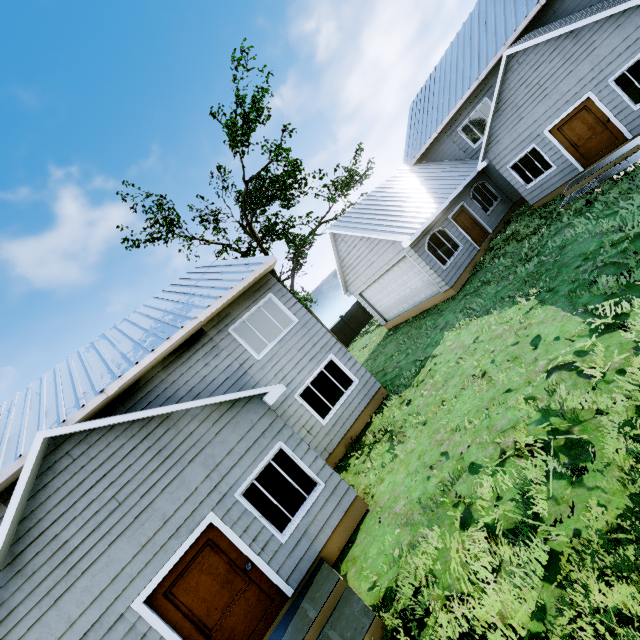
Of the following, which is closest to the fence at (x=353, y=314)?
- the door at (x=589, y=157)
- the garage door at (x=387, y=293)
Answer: the garage door at (x=387, y=293)

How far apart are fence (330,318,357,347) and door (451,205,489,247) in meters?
13.2 m

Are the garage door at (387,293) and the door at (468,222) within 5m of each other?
yes

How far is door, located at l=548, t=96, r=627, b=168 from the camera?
11.50m

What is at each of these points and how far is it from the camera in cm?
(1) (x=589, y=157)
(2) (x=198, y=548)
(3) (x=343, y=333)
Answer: (1) door, 1243
(2) door, 593
(3) fence, 2716

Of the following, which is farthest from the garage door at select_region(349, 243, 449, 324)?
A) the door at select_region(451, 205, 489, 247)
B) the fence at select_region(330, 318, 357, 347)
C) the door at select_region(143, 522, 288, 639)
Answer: the door at select_region(143, 522, 288, 639)

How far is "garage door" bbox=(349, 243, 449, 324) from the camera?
14.8m

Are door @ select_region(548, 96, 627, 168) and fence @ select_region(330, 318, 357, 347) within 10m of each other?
no
